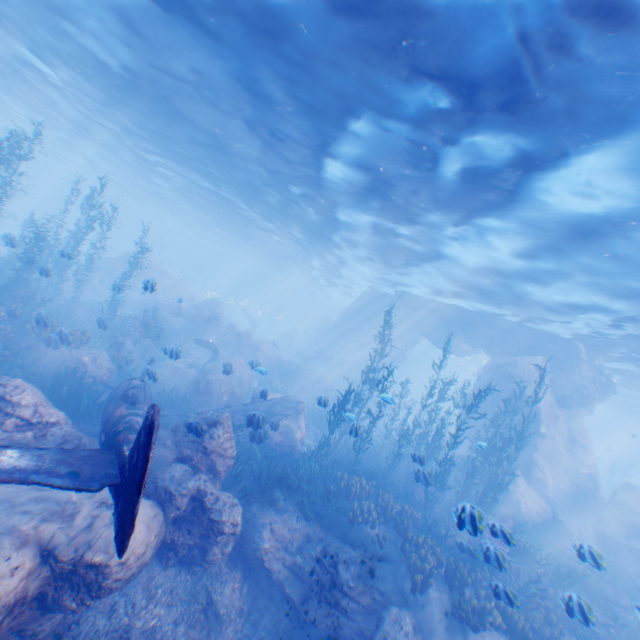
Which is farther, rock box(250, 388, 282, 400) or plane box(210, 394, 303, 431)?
rock box(250, 388, 282, 400)

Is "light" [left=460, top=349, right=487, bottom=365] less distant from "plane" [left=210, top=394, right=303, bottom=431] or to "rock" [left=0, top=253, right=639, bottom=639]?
"rock" [left=0, top=253, right=639, bottom=639]

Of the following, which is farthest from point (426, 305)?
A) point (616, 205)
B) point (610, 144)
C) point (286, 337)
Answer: point (610, 144)

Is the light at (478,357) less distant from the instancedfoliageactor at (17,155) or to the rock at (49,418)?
the rock at (49,418)

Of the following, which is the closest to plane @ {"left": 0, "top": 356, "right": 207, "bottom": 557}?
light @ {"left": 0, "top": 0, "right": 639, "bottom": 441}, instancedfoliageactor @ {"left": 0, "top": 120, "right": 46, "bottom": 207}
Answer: instancedfoliageactor @ {"left": 0, "top": 120, "right": 46, "bottom": 207}

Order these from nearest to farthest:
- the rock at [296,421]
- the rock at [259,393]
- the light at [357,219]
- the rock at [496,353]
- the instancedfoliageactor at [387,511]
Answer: the rock at [496,353], the light at [357,219], the instancedfoliageactor at [387,511], the rock at [296,421], the rock at [259,393]

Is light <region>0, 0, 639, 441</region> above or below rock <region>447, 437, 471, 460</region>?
above
